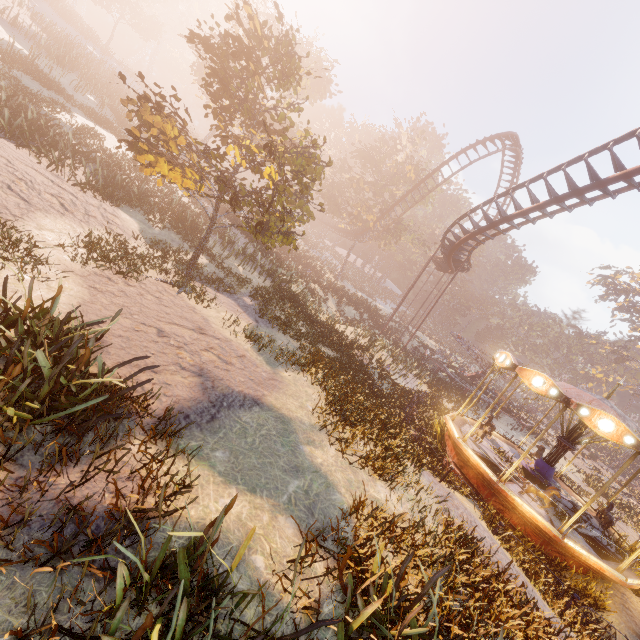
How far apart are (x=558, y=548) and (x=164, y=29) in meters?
78.3

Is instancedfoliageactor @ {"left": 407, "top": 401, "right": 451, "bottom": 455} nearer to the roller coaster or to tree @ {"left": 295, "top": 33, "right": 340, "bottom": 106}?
the roller coaster

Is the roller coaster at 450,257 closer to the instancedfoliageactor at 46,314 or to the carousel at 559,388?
the instancedfoliageactor at 46,314

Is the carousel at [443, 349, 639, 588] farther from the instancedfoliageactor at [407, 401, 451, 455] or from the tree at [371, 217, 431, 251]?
the tree at [371, 217, 431, 251]

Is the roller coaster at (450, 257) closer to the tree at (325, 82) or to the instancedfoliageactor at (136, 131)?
the tree at (325, 82)

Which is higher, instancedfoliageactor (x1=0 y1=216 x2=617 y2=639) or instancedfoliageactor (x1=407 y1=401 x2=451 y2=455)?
instancedfoliageactor (x1=0 y1=216 x2=617 y2=639)

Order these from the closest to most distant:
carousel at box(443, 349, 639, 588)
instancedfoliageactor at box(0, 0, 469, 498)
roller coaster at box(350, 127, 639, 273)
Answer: instancedfoliageactor at box(0, 0, 469, 498) < carousel at box(443, 349, 639, 588) < roller coaster at box(350, 127, 639, 273)

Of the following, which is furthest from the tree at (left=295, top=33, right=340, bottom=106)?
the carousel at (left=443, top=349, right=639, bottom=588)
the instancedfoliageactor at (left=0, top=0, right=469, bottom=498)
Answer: the carousel at (left=443, top=349, right=639, bottom=588)
